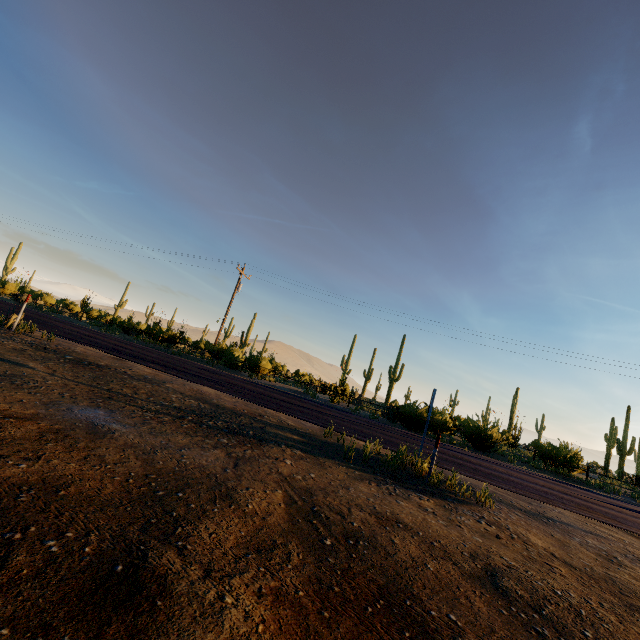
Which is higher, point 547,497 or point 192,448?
point 547,497
